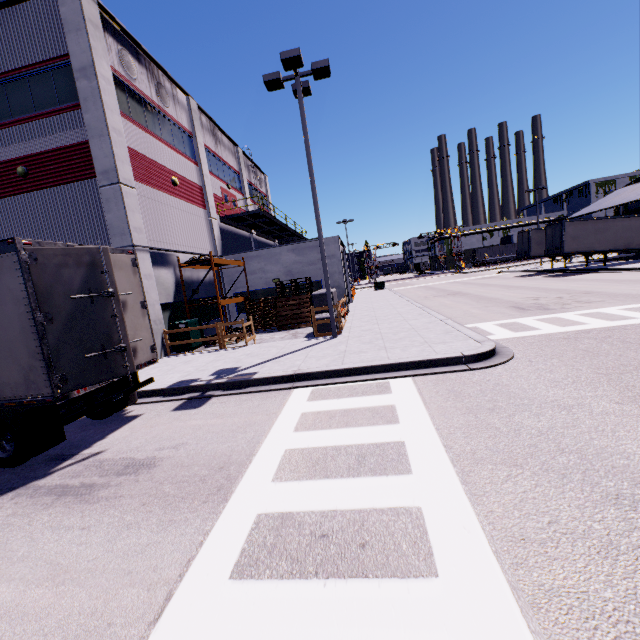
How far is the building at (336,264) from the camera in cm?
2008

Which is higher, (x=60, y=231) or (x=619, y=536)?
(x=60, y=231)

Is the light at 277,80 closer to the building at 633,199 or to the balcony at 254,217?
the building at 633,199

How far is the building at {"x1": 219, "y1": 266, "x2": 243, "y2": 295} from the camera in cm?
2131

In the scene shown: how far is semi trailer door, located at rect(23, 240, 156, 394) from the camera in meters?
5.6

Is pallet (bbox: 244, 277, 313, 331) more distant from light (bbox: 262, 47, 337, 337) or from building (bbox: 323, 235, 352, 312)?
light (bbox: 262, 47, 337, 337)

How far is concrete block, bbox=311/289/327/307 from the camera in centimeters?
1447cm

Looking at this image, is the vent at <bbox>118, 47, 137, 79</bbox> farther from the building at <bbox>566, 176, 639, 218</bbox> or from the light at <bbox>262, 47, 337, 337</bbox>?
the light at <bbox>262, 47, 337, 337</bbox>
